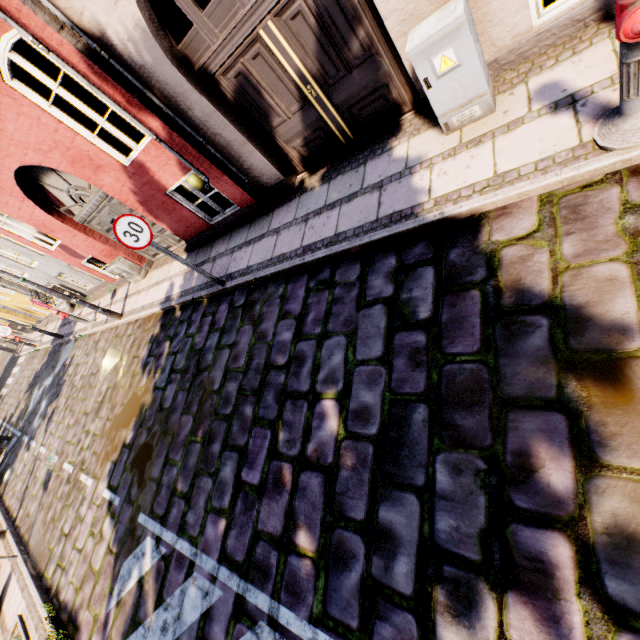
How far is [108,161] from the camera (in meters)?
5.79

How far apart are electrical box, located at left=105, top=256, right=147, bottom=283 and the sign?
4.99m

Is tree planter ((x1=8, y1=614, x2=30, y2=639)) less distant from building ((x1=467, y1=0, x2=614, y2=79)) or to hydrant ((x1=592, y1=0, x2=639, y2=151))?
building ((x1=467, y1=0, x2=614, y2=79))

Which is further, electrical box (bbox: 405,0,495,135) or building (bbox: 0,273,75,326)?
building (bbox: 0,273,75,326)

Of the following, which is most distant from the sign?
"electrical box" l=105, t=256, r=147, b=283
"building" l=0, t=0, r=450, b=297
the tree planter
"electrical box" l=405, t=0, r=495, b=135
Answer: the tree planter

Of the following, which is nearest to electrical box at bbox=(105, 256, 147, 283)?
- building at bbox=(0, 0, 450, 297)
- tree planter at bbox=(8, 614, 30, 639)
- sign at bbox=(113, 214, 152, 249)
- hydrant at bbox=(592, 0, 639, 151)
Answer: building at bbox=(0, 0, 450, 297)

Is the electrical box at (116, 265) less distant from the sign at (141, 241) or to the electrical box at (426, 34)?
the sign at (141, 241)

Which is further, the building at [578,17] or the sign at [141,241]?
the sign at [141,241]
